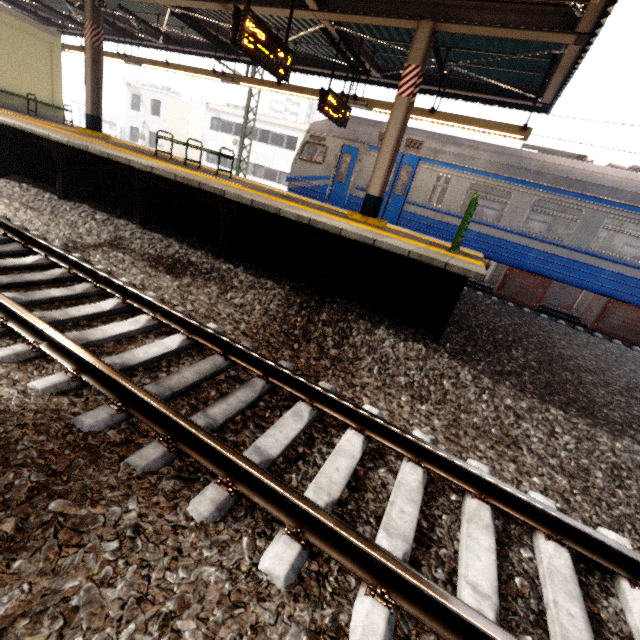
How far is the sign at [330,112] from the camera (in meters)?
7.82

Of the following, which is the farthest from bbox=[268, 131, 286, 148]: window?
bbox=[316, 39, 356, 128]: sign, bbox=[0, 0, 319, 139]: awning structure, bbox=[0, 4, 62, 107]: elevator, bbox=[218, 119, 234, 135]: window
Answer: bbox=[316, 39, 356, 128]: sign

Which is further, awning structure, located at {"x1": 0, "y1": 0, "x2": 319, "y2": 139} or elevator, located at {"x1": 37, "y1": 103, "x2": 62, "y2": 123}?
elevator, located at {"x1": 37, "y1": 103, "x2": 62, "y2": 123}

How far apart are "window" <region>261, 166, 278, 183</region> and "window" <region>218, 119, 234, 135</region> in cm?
450

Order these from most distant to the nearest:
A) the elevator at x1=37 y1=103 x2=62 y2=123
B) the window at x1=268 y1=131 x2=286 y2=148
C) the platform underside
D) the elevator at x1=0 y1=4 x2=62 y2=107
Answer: the window at x1=268 y1=131 x2=286 y2=148
the elevator at x1=37 y1=103 x2=62 y2=123
the elevator at x1=0 y1=4 x2=62 y2=107
the platform underside

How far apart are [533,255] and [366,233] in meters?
6.7

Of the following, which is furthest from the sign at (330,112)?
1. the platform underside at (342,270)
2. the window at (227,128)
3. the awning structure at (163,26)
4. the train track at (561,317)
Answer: the window at (227,128)

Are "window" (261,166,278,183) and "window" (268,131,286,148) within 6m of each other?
yes
